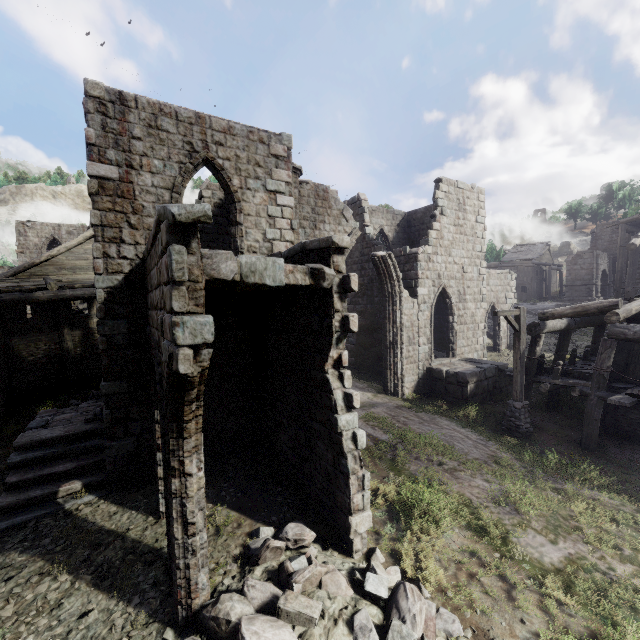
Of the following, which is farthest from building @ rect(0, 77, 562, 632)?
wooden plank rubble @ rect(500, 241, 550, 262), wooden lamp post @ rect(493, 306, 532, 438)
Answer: wooden plank rubble @ rect(500, 241, 550, 262)

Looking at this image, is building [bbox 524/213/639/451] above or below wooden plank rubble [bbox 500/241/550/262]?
below

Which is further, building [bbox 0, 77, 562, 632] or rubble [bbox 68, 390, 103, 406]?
rubble [bbox 68, 390, 103, 406]

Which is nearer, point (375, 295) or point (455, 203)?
point (455, 203)

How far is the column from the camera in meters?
11.7 m

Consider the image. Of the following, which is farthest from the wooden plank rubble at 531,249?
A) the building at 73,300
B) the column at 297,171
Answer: the column at 297,171

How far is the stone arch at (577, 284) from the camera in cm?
3622

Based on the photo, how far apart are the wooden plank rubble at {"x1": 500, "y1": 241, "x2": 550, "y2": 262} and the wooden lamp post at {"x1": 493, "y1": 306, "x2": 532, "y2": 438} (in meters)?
43.15
